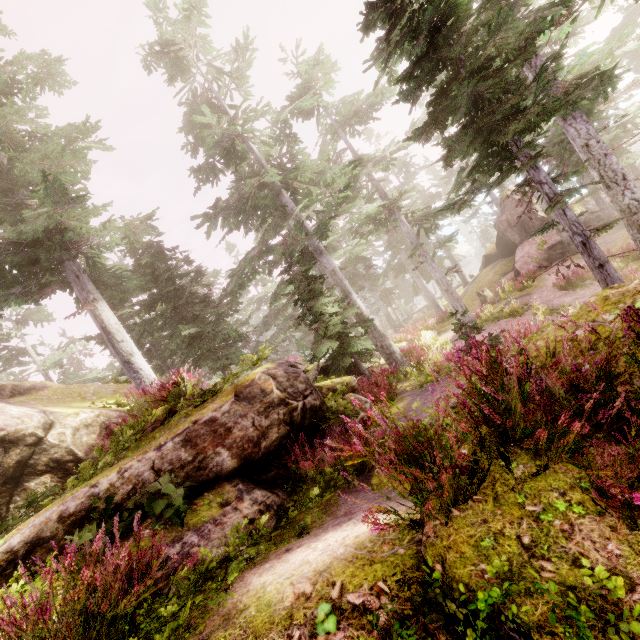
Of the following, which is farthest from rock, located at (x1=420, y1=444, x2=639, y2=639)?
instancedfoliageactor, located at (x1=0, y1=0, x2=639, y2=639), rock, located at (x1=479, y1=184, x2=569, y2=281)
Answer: rock, located at (x1=479, y1=184, x2=569, y2=281)

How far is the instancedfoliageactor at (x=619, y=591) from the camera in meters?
1.7 m

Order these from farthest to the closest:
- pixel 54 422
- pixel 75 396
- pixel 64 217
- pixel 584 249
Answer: pixel 75 396, pixel 64 217, pixel 54 422, pixel 584 249

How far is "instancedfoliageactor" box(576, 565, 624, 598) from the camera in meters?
1.7 m

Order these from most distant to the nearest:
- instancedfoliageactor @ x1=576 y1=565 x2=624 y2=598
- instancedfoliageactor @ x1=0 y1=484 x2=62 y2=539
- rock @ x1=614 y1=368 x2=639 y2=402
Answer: instancedfoliageactor @ x1=0 y1=484 x2=62 y2=539
rock @ x1=614 y1=368 x2=639 y2=402
instancedfoliageactor @ x1=576 y1=565 x2=624 y2=598

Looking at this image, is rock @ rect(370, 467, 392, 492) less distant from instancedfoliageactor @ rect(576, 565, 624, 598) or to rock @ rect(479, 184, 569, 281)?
instancedfoliageactor @ rect(576, 565, 624, 598)

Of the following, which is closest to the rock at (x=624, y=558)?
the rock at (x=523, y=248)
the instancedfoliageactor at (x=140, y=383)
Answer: the instancedfoliageactor at (x=140, y=383)
